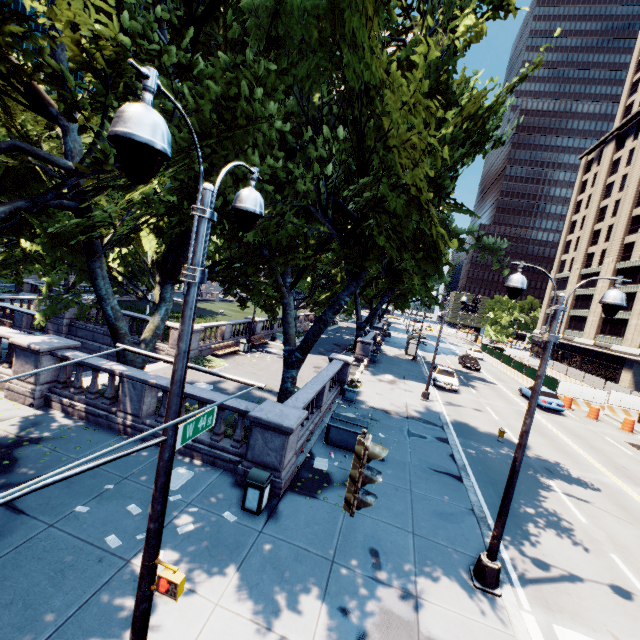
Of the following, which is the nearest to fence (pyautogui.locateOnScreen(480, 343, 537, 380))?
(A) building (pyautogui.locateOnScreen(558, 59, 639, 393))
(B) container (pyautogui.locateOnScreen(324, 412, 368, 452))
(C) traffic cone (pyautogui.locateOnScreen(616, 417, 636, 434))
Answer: (C) traffic cone (pyautogui.locateOnScreen(616, 417, 636, 434))

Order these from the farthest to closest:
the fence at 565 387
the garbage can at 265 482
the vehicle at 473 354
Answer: the vehicle at 473 354
the fence at 565 387
the garbage can at 265 482

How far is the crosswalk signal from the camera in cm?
376

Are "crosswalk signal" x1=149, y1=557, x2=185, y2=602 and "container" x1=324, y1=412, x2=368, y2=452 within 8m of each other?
no

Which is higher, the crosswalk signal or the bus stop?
the crosswalk signal

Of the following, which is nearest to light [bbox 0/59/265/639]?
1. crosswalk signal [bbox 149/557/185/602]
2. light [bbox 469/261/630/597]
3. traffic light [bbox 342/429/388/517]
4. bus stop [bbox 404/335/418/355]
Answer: crosswalk signal [bbox 149/557/185/602]

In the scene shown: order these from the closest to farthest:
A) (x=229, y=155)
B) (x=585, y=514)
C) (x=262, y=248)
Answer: (x=229, y=155) → (x=585, y=514) → (x=262, y=248)

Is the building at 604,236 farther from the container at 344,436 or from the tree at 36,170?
the container at 344,436
